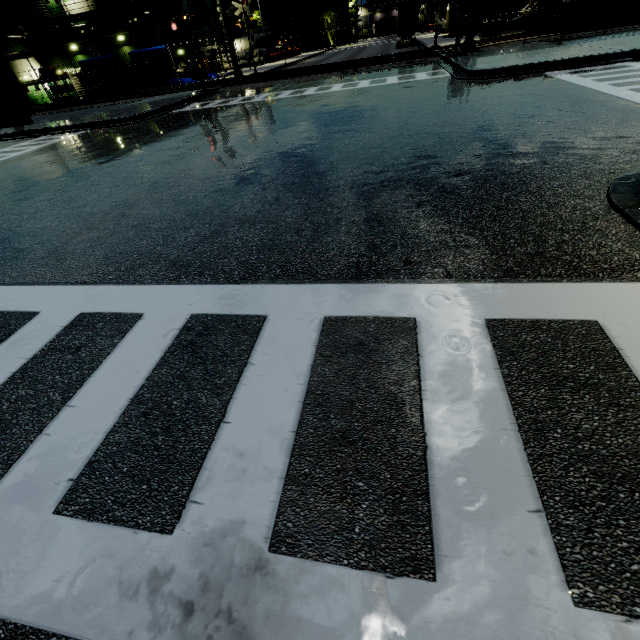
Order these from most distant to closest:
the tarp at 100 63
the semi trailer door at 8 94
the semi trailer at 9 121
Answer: the tarp at 100 63 < the semi trailer at 9 121 < the semi trailer door at 8 94

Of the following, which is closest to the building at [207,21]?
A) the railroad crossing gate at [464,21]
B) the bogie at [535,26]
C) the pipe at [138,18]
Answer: the pipe at [138,18]

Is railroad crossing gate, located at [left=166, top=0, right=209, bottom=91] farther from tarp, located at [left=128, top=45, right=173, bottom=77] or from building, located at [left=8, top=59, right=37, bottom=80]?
building, located at [left=8, top=59, right=37, bottom=80]

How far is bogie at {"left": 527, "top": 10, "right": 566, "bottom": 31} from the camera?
21.6m

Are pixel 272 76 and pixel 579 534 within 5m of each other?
no

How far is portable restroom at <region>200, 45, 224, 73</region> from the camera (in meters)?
43.12

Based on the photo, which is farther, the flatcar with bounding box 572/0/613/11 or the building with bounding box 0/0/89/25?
the building with bounding box 0/0/89/25

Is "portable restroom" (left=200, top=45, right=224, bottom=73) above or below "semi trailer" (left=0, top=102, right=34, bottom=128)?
above
